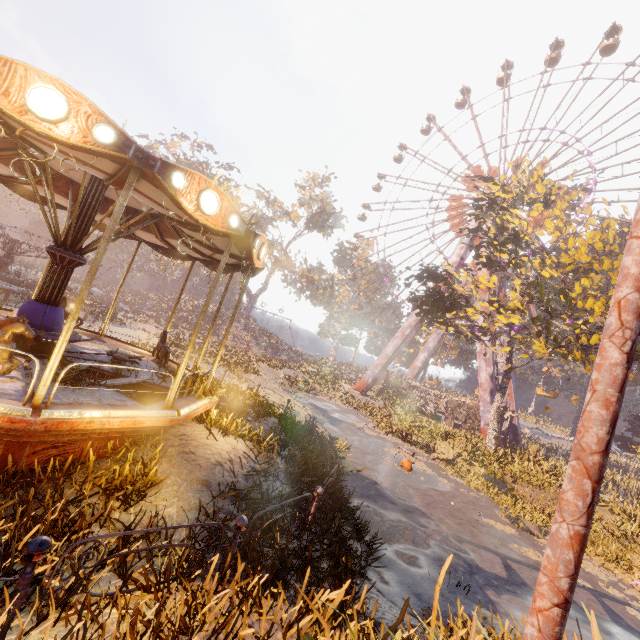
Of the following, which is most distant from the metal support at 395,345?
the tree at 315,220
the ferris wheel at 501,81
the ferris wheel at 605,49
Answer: the tree at 315,220

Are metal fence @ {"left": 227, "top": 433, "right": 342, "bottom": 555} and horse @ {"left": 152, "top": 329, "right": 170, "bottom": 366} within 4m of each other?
no

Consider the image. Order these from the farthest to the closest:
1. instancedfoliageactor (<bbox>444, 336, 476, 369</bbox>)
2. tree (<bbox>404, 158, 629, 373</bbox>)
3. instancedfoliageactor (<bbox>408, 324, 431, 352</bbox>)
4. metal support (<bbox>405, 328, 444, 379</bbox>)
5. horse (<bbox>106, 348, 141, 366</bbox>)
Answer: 1. instancedfoliageactor (<bbox>408, 324, 431, 352</bbox>)
2. instancedfoliageactor (<bbox>444, 336, 476, 369</bbox>)
3. metal support (<bbox>405, 328, 444, 379</bbox>)
4. tree (<bbox>404, 158, 629, 373</bbox>)
5. horse (<bbox>106, 348, 141, 366</bbox>)

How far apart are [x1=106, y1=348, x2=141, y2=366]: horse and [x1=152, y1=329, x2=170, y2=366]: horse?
0.7m

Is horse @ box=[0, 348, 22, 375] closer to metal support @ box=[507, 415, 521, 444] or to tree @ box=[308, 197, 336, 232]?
metal support @ box=[507, 415, 521, 444]

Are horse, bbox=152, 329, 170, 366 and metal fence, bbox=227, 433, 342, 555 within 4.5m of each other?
no

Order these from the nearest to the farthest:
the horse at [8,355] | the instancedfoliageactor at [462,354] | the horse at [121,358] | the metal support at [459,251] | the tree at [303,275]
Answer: the horse at [8,355] < the horse at [121,358] < the metal support at [459,251] < the instancedfoliageactor at [462,354] < the tree at [303,275]

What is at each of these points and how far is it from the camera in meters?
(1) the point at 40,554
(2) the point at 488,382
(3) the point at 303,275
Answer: (1) metal fence, 2.7 m
(2) metal support, 29.5 m
(3) tree, 53.7 m
